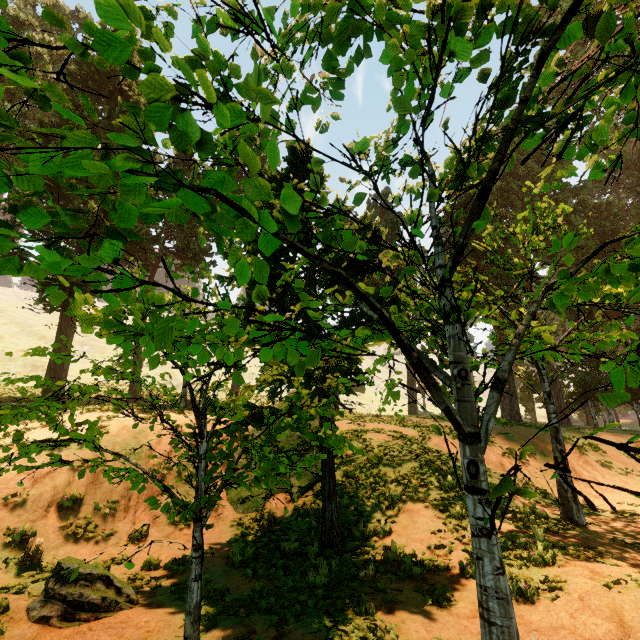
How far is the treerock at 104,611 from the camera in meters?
5.3

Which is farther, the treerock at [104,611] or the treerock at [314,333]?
the treerock at [104,611]

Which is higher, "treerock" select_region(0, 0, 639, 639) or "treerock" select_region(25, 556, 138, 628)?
"treerock" select_region(0, 0, 639, 639)

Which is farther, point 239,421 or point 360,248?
point 239,421

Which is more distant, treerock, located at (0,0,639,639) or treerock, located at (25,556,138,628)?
treerock, located at (25,556,138,628)

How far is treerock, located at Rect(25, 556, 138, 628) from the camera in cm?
527
